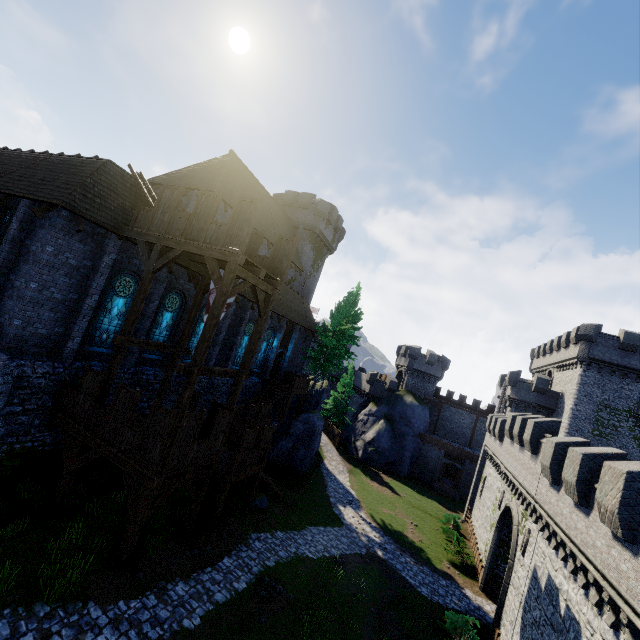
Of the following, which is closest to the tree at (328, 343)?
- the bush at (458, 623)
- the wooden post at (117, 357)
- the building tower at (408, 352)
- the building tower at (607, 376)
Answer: the building tower at (408, 352)

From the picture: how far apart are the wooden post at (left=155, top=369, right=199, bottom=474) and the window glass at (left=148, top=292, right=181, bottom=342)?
7.68m

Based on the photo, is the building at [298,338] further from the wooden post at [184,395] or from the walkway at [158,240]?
the wooden post at [184,395]

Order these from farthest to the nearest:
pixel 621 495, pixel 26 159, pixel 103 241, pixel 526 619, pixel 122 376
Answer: pixel 26 159 → pixel 122 376 → pixel 526 619 → pixel 103 241 → pixel 621 495

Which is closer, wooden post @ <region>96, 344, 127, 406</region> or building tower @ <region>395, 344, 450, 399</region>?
wooden post @ <region>96, 344, 127, 406</region>

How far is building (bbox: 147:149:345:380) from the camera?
23.8m

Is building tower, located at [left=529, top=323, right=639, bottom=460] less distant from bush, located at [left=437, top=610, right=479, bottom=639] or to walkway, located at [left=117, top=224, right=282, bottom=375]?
bush, located at [left=437, top=610, right=479, bottom=639]

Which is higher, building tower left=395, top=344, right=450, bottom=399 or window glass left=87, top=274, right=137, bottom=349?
building tower left=395, top=344, right=450, bottom=399
